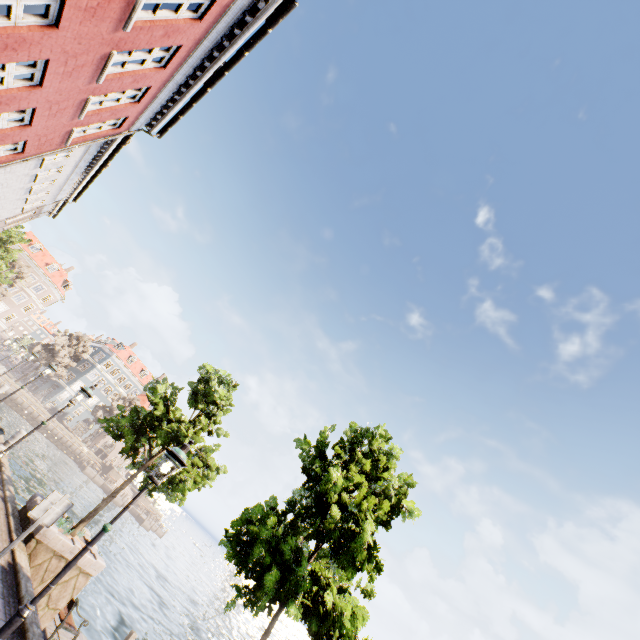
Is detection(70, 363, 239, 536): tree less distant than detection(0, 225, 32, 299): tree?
Yes

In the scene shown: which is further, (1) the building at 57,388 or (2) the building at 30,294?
(1) the building at 57,388

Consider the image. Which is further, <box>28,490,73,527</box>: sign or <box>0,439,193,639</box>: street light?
<box>28,490,73,527</box>: sign

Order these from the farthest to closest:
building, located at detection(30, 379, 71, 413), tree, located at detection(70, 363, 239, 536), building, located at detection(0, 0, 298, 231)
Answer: building, located at detection(30, 379, 71, 413) < tree, located at detection(70, 363, 239, 536) < building, located at detection(0, 0, 298, 231)

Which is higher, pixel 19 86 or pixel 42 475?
pixel 19 86

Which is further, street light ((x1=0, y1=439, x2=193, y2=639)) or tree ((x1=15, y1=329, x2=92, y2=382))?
tree ((x1=15, y1=329, x2=92, y2=382))

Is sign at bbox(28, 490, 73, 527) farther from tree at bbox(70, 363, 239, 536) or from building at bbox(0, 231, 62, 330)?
building at bbox(0, 231, 62, 330)

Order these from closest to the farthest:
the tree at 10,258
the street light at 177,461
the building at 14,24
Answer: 1. the street light at 177,461
2. the building at 14,24
3. the tree at 10,258
